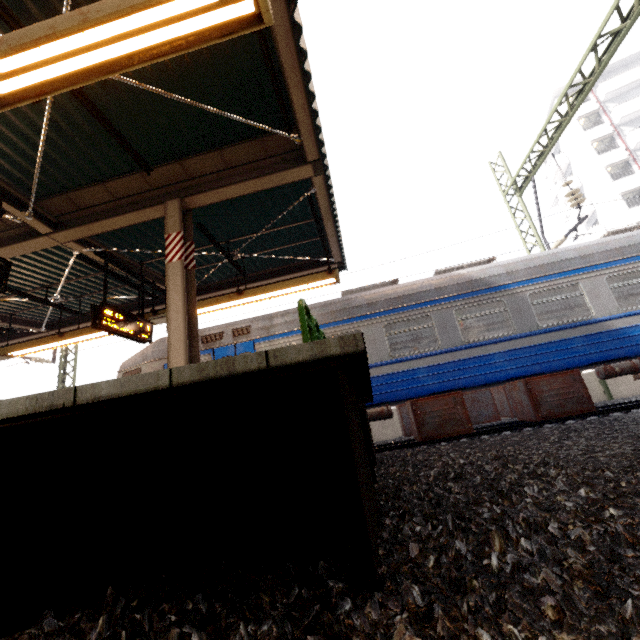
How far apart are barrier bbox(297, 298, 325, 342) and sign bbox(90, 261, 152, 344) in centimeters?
450cm

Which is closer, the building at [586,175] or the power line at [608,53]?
the power line at [608,53]

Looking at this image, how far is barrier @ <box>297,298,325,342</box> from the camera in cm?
Result: 358

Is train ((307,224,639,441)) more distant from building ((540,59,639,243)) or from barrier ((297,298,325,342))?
building ((540,59,639,243))

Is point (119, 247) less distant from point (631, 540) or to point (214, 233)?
point (214, 233)

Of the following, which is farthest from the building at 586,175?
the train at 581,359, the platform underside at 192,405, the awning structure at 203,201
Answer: the platform underside at 192,405

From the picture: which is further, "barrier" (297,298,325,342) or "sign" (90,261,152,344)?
"sign" (90,261,152,344)

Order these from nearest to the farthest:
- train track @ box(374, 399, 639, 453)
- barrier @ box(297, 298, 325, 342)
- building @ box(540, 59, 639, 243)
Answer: barrier @ box(297, 298, 325, 342), train track @ box(374, 399, 639, 453), building @ box(540, 59, 639, 243)
